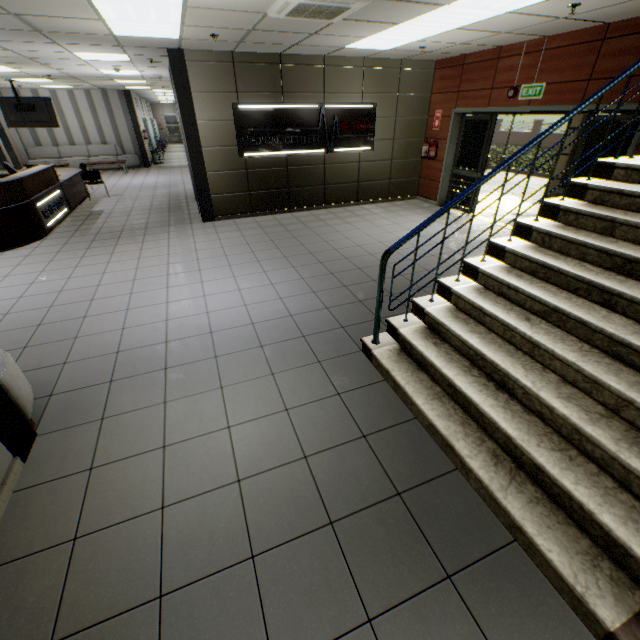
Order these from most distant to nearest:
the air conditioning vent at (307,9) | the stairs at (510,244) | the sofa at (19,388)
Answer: the air conditioning vent at (307,9), the sofa at (19,388), the stairs at (510,244)

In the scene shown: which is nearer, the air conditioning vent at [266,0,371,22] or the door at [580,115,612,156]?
the air conditioning vent at [266,0,371,22]

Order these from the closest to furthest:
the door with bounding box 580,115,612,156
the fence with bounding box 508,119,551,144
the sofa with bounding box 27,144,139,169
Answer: the door with bounding box 580,115,612,156
the sofa with bounding box 27,144,139,169
the fence with bounding box 508,119,551,144

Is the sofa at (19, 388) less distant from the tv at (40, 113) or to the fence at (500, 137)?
the tv at (40, 113)

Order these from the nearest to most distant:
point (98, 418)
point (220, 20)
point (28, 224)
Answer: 1. point (98, 418)
2. point (220, 20)
3. point (28, 224)

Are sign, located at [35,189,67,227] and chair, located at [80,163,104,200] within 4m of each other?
yes

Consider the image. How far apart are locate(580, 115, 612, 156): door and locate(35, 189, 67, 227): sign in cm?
959

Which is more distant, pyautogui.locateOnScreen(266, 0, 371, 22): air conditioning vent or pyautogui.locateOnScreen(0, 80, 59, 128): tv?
pyautogui.locateOnScreen(0, 80, 59, 128): tv
